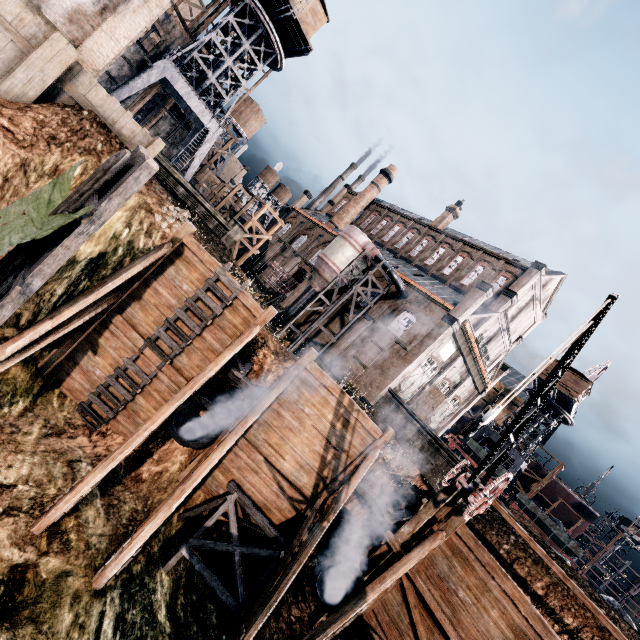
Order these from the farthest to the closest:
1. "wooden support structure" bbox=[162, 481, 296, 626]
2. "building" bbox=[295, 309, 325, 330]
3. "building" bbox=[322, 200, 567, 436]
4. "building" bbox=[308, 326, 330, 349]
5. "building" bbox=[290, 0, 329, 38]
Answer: "building" bbox=[295, 309, 325, 330]
"building" bbox=[308, 326, 330, 349]
"building" bbox=[322, 200, 567, 436]
"building" bbox=[290, 0, 329, 38]
"wooden support structure" bbox=[162, 481, 296, 626]

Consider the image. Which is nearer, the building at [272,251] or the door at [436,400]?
the door at [436,400]

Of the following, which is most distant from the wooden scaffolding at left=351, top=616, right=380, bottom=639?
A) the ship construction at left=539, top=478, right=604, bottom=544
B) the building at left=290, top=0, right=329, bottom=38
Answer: the ship construction at left=539, top=478, right=604, bottom=544

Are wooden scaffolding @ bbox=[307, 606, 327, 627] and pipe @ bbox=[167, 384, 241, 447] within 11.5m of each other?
yes

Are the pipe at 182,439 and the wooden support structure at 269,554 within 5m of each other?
yes

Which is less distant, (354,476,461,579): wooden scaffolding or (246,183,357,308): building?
(354,476,461,579): wooden scaffolding

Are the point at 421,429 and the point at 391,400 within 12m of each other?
yes

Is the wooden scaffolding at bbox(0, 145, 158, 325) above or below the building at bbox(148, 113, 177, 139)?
below
